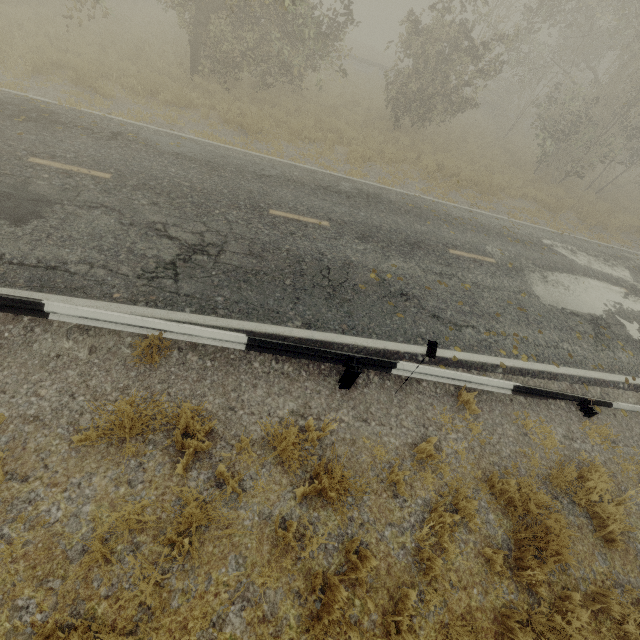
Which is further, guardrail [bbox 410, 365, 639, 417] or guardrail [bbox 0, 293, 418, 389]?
guardrail [bbox 410, 365, 639, 417]

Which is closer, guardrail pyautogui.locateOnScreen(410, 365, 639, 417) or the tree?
guardrail pyautogui.locateOnScreen(410, 365, 639, 417)

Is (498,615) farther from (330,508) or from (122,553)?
(122,553)

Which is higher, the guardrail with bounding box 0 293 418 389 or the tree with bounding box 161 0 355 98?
the tree with bounding box 161 0 355 98

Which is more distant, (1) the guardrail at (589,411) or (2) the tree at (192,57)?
(2) the tree at (192,57)

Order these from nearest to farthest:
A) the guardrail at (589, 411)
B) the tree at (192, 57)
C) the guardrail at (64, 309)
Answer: the guardrail at (64, 309)
the guardrail at (589, 411)
the tree at (192, 57)

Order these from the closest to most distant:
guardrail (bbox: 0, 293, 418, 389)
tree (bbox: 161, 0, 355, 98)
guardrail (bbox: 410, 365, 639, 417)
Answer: guardrail (bbox: 0, 293, 418, 389) < guardrail (bbox: 410, 365, 639, 417) < tree (bbox: 161, 0, 355, 98)
